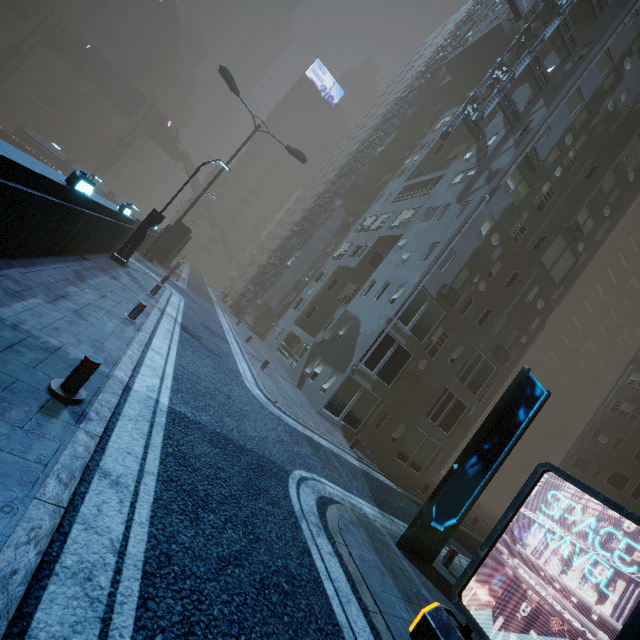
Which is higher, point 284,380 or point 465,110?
point 465,110

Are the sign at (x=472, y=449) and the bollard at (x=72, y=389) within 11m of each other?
yes

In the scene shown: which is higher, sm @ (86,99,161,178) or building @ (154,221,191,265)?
sm @ (86,99,161,178)

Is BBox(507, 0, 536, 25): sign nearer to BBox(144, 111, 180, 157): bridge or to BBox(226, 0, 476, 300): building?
BBox(226, 0, 476, 300): building

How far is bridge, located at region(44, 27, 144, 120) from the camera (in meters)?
50.50

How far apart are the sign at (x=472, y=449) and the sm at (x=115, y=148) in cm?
6684

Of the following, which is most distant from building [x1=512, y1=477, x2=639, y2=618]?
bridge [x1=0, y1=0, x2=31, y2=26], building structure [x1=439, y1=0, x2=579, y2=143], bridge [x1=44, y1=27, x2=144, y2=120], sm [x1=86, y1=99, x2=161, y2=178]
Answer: sm [x1=86, y1=99, x2=161, y2=178]

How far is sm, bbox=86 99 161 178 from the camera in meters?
53.4 m
